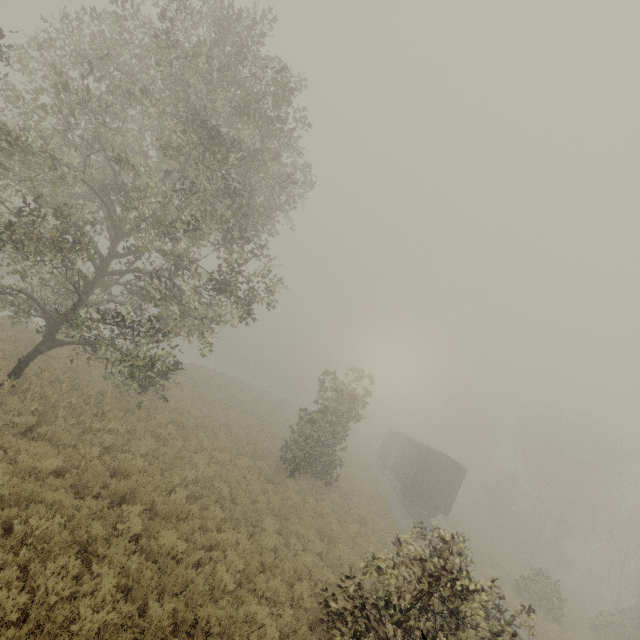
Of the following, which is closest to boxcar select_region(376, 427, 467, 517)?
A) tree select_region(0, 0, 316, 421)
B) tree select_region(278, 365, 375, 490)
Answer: tree select_region(278, 365, 375, 490)

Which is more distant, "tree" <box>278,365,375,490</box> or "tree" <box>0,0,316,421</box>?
"tree" <box>278,365,375,490</box>

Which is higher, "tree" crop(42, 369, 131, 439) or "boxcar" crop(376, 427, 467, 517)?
"boxcar" crop(376, 427, 467, 517)

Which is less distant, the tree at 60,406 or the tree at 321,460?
the tree at 60,406

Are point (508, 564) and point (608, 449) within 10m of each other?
no

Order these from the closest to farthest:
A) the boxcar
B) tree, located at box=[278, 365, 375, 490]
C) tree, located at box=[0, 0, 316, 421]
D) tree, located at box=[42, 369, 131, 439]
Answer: tree, located at box=[0, 0, 316, 421] < tree, located at box=[42, 369, 131, 439] < tree, located at box=[278, 365, 375, 490] < the boxcar

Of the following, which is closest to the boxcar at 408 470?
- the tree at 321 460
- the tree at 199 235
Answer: the tree at 321 460
